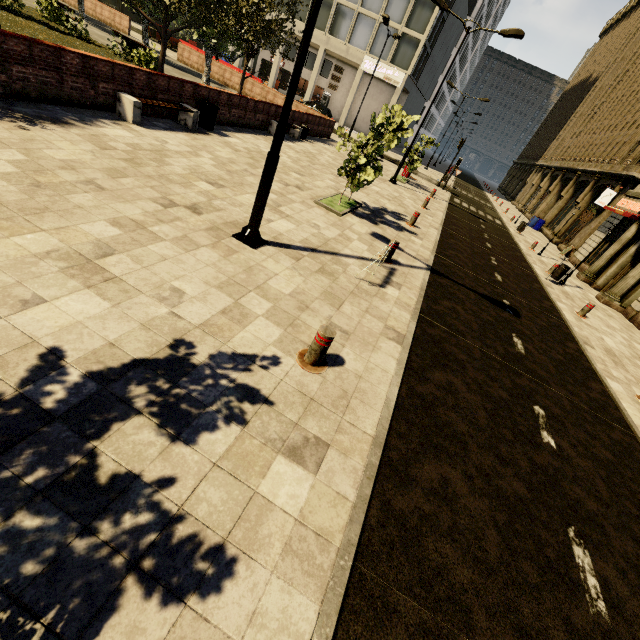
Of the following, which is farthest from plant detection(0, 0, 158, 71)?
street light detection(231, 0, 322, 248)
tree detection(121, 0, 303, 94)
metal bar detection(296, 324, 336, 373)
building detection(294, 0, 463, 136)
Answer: building detection(294, 0, 463, 136)

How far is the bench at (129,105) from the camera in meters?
8.9 m

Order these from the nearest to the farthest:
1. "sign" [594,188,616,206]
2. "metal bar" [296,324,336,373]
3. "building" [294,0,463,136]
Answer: "metal bar" [296,324,336,373]
"sign" [594,188,616,206]
"building" [294,0,463,136]

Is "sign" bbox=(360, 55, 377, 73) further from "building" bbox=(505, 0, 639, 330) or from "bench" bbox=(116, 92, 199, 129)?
"bench" bbox=(116, 92, 199, 129)

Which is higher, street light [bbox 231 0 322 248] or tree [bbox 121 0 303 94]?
tree [bbox 121 0 303 94]

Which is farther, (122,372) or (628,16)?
(628,16)

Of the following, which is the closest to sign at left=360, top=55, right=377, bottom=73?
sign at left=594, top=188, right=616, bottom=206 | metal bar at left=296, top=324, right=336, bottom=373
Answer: sign at left=594, top=188, right=616, bottom=206

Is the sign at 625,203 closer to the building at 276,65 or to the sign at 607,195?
the building at 276,65
